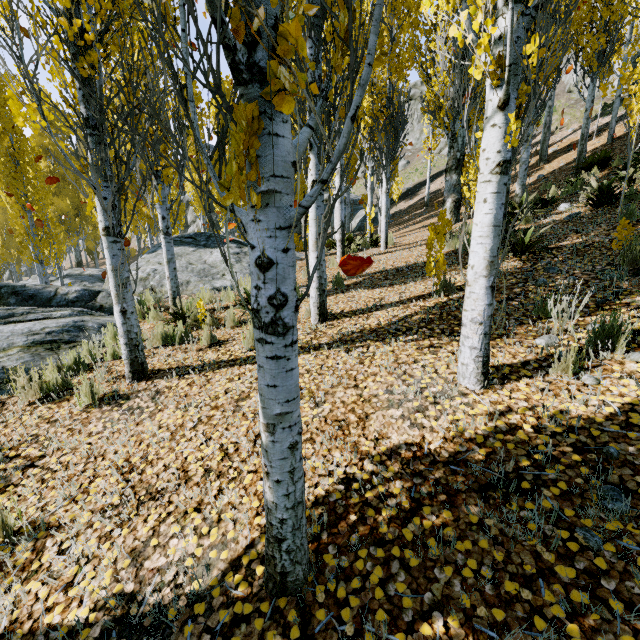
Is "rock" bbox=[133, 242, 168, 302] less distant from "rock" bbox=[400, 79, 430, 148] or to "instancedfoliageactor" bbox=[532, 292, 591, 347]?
"instancedfoliageactor" bbox=[532, 292, 591, 347]

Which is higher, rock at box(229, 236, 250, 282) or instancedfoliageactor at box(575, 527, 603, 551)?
rock at box(229, 236, 250, 282)

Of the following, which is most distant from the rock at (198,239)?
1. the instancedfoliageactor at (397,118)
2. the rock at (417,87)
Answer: the rock at (417,87)

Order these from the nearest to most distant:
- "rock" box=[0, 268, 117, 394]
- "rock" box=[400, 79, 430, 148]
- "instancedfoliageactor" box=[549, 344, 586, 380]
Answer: "instancedfoliageactor" box=[549, 344, 586, 380]
"rock" box=[0, 268, 117, 394]
"rock" box=[400, 79, 430, 148]

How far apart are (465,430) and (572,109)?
27.8 meters

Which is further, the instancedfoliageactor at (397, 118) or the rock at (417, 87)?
the rock at (417, 87)

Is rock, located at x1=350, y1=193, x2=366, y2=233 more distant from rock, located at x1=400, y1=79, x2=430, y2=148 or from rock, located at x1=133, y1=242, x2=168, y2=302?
rock, located at x1=133, y1=242, x2=168, y2=302
